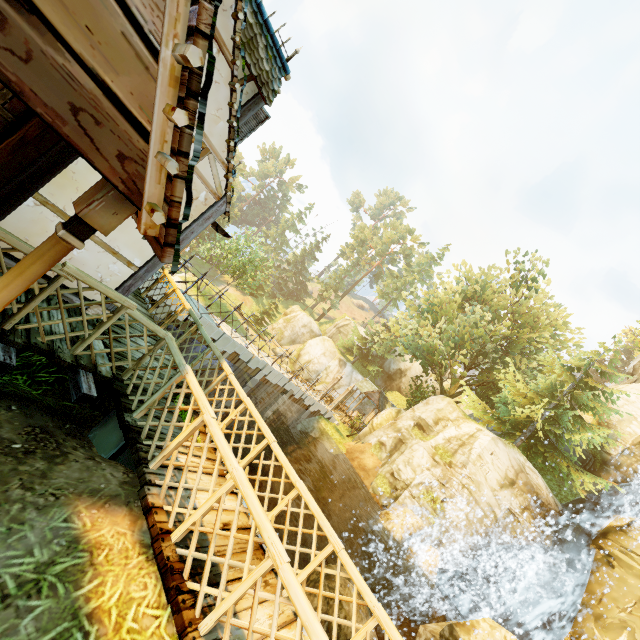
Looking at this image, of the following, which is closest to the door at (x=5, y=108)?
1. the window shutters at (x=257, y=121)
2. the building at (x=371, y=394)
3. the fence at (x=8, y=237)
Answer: the fence at (x=8, y=237)

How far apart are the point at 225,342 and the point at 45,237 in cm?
932

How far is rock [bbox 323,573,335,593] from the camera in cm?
1389

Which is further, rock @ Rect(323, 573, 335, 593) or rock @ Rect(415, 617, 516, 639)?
Result: rock @ Rect(323, 573, 335, 593)

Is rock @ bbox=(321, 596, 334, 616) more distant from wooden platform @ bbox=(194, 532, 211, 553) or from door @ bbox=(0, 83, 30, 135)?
door @ bbox=(0, 83, 30, 135)

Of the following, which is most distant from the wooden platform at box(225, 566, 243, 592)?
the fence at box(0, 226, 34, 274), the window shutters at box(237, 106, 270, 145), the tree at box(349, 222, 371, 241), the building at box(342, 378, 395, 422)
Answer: the building at box(342, 378, 395, 422)

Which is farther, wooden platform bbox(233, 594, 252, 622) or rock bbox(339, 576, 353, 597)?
rock bbox(339, 576, 353, 597)

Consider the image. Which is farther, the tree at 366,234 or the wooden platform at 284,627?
the tree at 366,234
